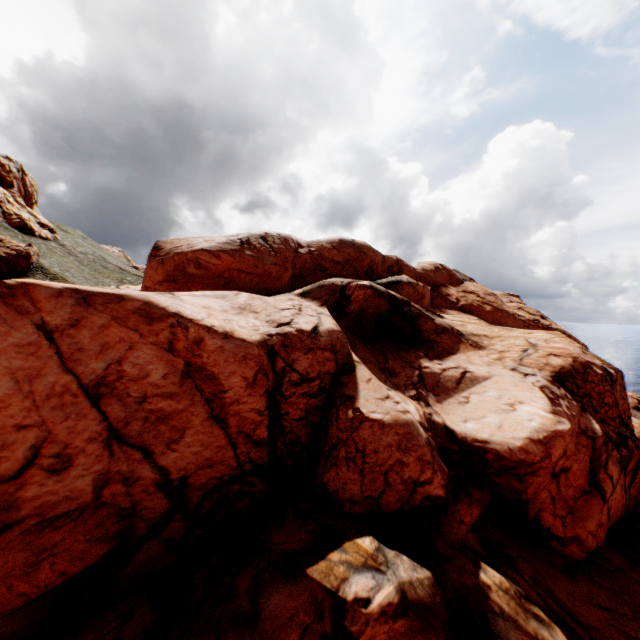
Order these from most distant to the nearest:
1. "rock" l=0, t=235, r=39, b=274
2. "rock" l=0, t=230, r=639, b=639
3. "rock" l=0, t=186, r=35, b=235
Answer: "rock" l=0, t=186, r=35, b=235 → "rock" l=0, t=235, r=39, b=274 → "rock" l=0, t=230, r=639, b=639

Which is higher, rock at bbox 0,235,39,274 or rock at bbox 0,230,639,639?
rock at bbox 0,235,39,274

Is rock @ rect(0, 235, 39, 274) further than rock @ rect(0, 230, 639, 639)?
Yes

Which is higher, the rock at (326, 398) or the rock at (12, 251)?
the rock at (12, 251)

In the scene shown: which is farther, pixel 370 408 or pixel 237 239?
pixel 237 239

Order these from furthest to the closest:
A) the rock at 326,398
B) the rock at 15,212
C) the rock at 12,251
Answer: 1. the rock at 15,212
2. the rock at 12,251
3. the rock at 326,398
